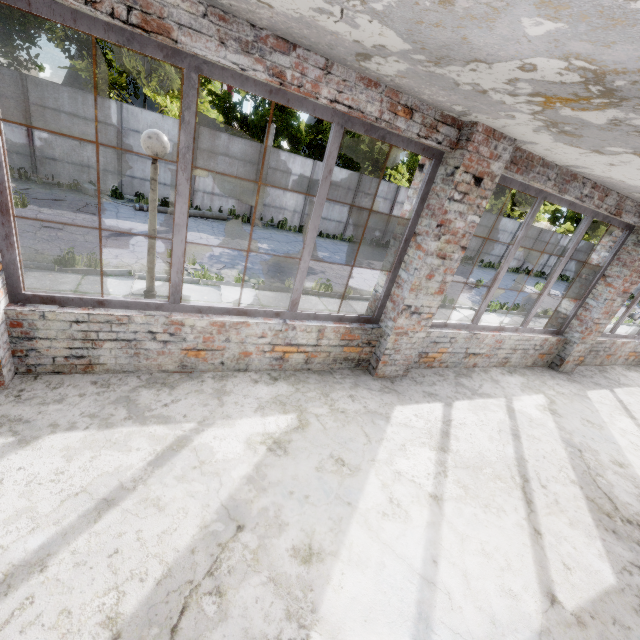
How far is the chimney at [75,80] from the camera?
58.4 meters

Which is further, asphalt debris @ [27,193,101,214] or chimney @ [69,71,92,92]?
chimney @ [69,71,92,92]

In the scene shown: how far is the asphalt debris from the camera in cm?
1088

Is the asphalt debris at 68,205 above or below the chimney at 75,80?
below

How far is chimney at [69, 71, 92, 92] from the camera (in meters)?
58.38

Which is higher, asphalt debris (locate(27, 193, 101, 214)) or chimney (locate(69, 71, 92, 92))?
chimney (locate(69, 71, 92, 92))

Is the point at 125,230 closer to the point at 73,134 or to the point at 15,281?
the point at 73,134
